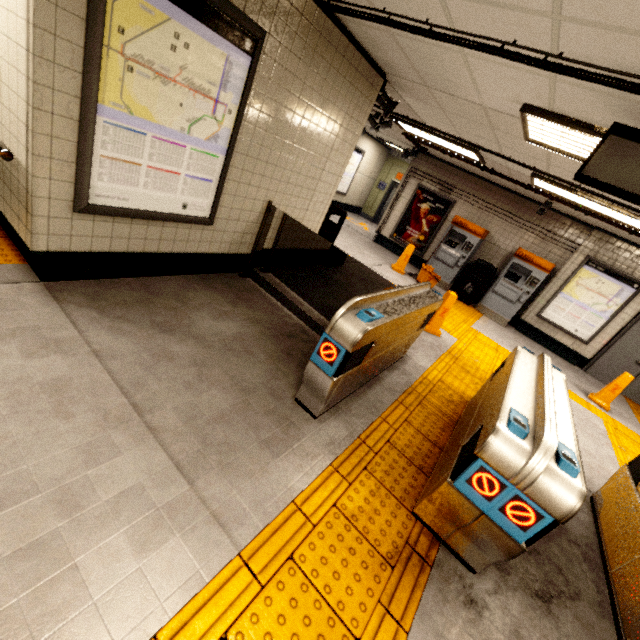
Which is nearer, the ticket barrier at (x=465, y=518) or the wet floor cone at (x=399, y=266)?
the ticket barrier at (x=465, y=518)

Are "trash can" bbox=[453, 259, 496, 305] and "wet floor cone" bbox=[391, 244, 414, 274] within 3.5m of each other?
yes

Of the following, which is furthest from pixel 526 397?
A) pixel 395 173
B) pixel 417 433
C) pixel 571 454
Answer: pixel 395 173

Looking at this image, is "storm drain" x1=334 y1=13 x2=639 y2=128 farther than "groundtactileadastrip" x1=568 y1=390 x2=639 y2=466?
No

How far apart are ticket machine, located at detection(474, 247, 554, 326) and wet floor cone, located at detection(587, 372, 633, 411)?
2.4m

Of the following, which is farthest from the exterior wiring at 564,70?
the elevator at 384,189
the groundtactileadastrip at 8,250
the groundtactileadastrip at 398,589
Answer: the elevator at 384,189

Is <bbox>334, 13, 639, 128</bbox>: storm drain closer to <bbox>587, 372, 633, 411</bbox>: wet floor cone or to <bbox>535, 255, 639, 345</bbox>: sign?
<bbox>535, 255, 639, 345</bbox>: sign

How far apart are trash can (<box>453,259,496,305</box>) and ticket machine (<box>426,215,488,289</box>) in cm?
21
